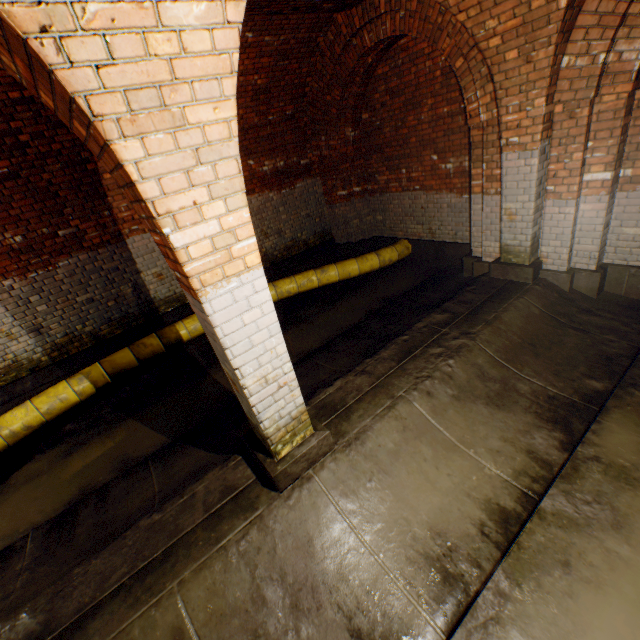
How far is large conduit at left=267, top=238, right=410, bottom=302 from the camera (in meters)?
6.74

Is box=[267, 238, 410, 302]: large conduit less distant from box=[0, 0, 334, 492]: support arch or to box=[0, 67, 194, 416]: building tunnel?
box=[0, 67, 194, 416]: building tunnel

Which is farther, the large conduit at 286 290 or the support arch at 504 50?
the large conduit at 286 290

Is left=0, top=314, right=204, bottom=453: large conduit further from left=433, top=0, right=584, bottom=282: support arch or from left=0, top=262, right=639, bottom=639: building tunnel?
left=433, top=0, right=584, bottom=282: support arch

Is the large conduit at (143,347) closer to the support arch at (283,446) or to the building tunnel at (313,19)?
the building tunnel at (313,19)

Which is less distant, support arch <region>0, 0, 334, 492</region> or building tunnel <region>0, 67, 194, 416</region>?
support arch <region>0, 0, 334, 492</region>

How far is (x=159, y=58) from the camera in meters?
1.4
